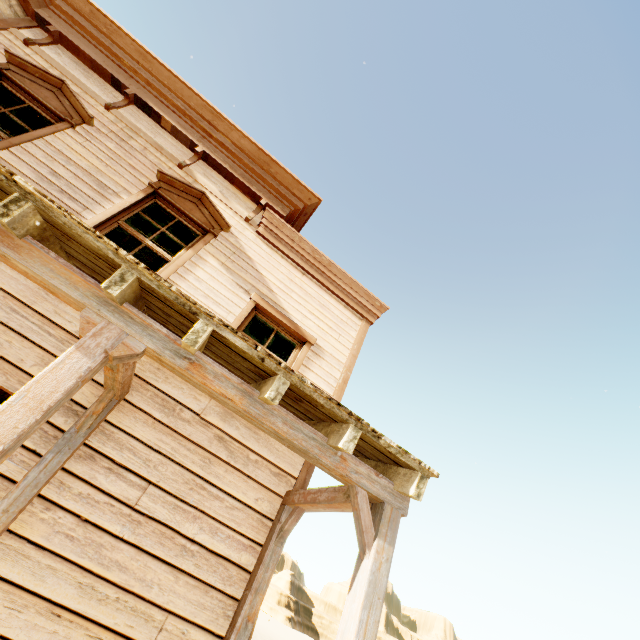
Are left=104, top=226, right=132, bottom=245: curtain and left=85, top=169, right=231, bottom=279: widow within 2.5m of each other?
yes

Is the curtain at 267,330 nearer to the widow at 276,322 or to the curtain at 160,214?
the widow at 276,322

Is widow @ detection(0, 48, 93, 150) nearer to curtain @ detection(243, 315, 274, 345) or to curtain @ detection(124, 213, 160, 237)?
curtain @ detection(124, 213, 160, 237)

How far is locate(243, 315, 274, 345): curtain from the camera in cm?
510

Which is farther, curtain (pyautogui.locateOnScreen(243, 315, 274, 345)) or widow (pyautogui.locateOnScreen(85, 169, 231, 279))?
curtain (pyautogui.locateOnScreen(243, 315, 274, 345))

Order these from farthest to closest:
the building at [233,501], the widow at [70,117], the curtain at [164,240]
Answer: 1. the curtain at [164,240]
2. the widow at [70,117]
3. the building at [233,501]

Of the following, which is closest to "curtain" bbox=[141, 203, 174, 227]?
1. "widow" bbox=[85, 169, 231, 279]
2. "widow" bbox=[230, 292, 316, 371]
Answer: "widow" bbox=[85, 169, 231, 279]

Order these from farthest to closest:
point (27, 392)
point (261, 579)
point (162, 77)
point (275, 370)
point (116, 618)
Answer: point (162, 77) → point (261, 579) → point (116, 618) → point (275, 370) → point (27, 392)
